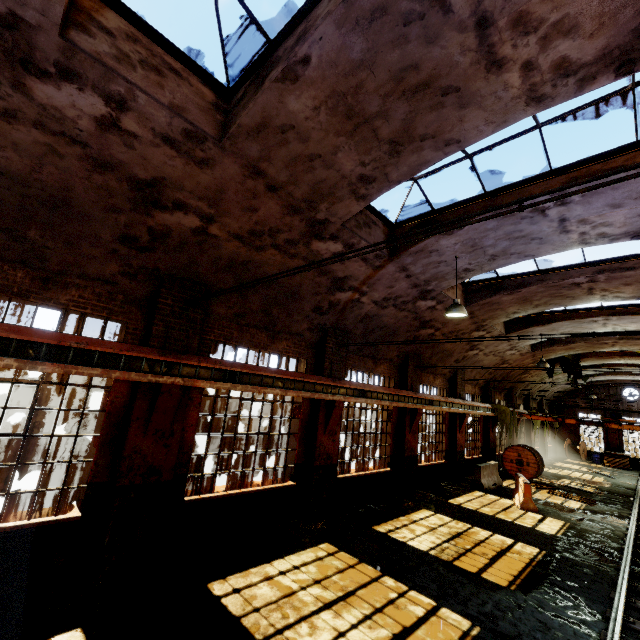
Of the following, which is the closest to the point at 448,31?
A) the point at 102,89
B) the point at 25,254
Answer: the point at 102,89

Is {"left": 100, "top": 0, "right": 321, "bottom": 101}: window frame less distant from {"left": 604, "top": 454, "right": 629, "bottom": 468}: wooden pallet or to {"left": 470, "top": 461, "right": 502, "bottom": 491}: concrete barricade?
{"left": 470, "top": 461, "right": 502, "bottom": 491}: concrete barricade

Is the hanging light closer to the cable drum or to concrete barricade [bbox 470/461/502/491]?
concrete barricade [bbox 470/461/502/491]

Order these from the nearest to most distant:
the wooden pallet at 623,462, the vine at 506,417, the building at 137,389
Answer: the building at 137,389 → the vine at 506,417 → the wooden pallet at 623,462

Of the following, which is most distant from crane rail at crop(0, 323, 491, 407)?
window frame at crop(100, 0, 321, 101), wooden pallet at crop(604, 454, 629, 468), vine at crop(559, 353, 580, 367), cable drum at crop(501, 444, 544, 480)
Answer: wooden pallet at crop(604, 454, 629, 468)

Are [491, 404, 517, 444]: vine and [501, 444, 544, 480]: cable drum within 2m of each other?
yes

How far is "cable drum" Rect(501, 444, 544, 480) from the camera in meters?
17.9

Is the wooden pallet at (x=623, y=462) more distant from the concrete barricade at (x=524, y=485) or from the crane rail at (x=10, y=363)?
the concrete barricade at (x=524, y=485)
